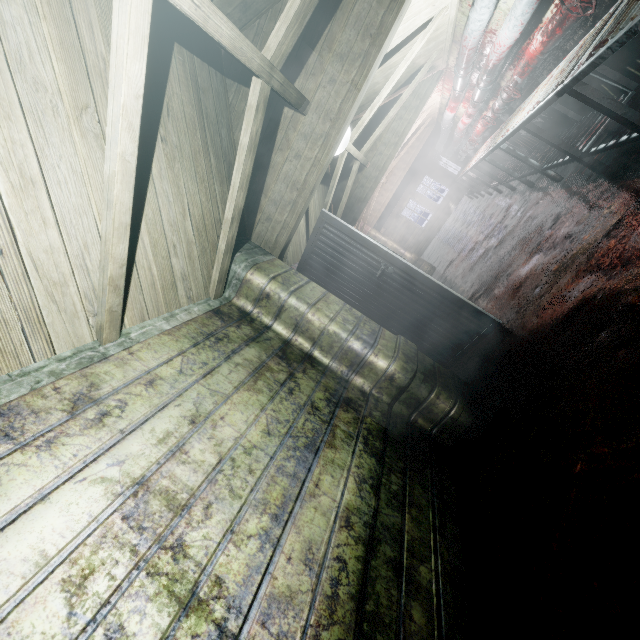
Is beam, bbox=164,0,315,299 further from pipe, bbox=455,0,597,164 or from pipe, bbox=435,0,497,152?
pipe, bbox=455,0,597,164

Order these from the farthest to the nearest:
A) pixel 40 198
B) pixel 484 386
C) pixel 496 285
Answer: pixel 496 285, pixel 484 386, pixel 40 198

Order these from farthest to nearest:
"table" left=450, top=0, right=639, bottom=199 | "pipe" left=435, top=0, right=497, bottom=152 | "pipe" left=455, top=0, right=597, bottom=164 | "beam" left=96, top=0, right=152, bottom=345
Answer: "pipe" left=435, top=0, right=497, bottom=152, "pipe" left=455, top=0, right=597, bottom=164, "table" left=450, top=0, right=639, bottom=199, "beam" left=96, top=0, right=152, bottom=345

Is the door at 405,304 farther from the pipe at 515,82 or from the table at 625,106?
the pipe at 515,82

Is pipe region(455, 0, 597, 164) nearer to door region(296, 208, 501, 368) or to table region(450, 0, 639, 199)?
table region(450, 0, 639, 199)

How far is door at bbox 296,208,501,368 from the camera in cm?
290

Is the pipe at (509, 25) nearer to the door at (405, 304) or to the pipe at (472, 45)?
the pipe at (472, 45)

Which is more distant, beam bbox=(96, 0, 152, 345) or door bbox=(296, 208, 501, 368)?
door bbox=(296, 208, 501, 368)
